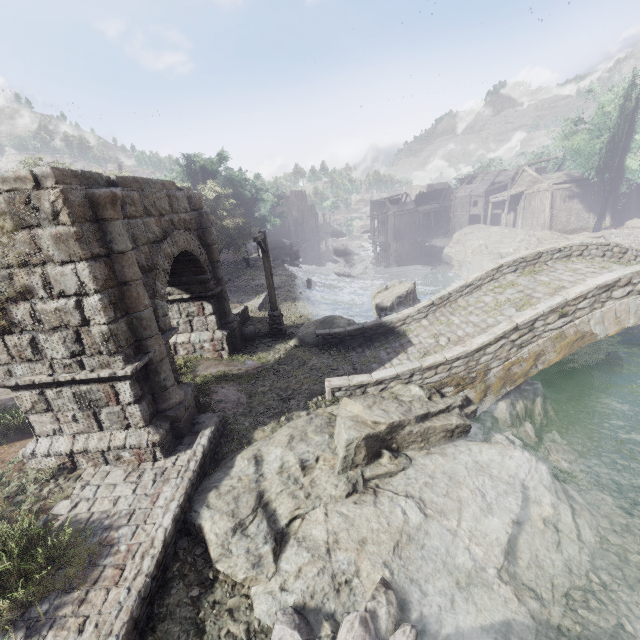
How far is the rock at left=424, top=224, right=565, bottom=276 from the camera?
30.3m

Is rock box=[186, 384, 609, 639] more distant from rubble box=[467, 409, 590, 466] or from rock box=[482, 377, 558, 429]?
rock box=[482, 377, 558, 429]

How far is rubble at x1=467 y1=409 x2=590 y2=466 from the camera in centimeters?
880cm

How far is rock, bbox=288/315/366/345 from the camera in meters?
Result: 13.5

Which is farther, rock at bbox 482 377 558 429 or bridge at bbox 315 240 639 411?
rock at bbox 482 377 558 429

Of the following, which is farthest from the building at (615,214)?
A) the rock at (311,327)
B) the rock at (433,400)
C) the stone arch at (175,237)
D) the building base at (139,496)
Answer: the rock at (311,327)

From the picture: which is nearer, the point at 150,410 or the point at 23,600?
the point at 23,600

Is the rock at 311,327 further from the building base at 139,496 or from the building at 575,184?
the building at 575,184
